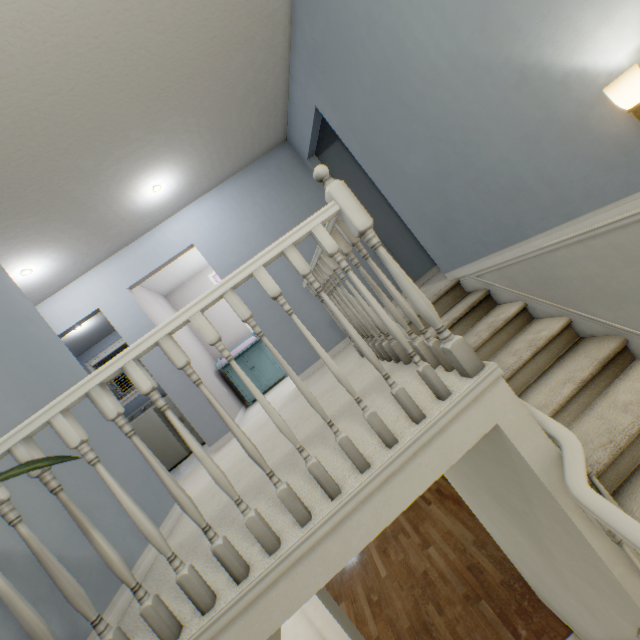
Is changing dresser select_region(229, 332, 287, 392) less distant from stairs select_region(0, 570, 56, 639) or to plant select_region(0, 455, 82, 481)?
stairs select_region(0, 570, 56, 639)

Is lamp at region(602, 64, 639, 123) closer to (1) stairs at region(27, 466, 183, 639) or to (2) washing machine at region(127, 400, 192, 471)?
(1) stairs at region(27, 466, 183, 639)

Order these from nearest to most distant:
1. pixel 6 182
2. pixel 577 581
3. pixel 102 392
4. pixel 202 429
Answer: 1. pixel 102 392
2. pixel 577 581
3. pixel 6 182
4. pixel 202 429

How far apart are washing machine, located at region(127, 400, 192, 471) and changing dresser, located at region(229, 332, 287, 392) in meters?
1.2 m

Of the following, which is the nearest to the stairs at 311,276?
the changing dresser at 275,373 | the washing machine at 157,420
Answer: the changing dresser at 275,373

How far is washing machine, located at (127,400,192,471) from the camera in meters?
4.9

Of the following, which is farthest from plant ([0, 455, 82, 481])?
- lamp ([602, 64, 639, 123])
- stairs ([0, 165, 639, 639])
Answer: lamp ([602, 64, 639, 123])

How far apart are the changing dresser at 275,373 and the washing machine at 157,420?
1.15m
